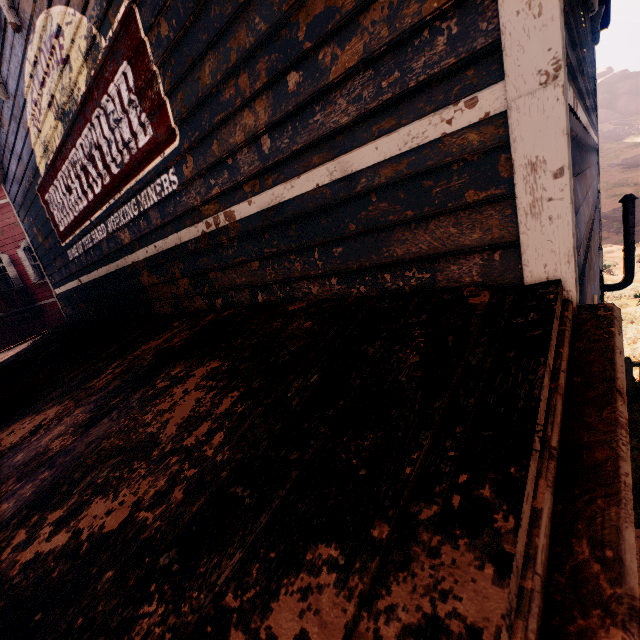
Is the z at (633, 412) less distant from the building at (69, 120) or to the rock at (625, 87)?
the building at (69, 120)

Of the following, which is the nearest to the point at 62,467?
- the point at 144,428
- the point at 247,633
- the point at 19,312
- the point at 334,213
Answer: the point at 144,428

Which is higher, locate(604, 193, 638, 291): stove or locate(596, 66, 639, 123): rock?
locate(596, 66, 639, 123): rock

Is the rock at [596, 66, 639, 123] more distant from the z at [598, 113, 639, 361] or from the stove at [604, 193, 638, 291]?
the stove at [604, 193, 638, 291]

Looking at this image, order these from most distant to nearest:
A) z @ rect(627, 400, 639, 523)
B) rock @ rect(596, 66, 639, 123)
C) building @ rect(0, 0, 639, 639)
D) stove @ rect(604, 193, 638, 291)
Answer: rock @ rect(596, 66, 639, 123)
stove @ rect(604, 193, 638, 291)
z @ rect(627, 400, 639, 523)
building @ rect(0, 0, 639, 639)

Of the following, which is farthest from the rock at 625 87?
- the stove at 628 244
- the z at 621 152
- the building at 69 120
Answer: the stove at 628 244

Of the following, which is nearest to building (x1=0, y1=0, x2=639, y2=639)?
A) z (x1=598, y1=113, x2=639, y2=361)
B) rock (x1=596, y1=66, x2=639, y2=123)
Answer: z (x1=598, y1=113, x2=639, y2=361)

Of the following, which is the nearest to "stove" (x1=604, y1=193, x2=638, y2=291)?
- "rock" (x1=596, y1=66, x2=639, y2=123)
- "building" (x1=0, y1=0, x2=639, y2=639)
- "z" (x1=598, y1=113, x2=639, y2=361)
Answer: "building" (x1=0, y1=0, x2=639, y2=639)
